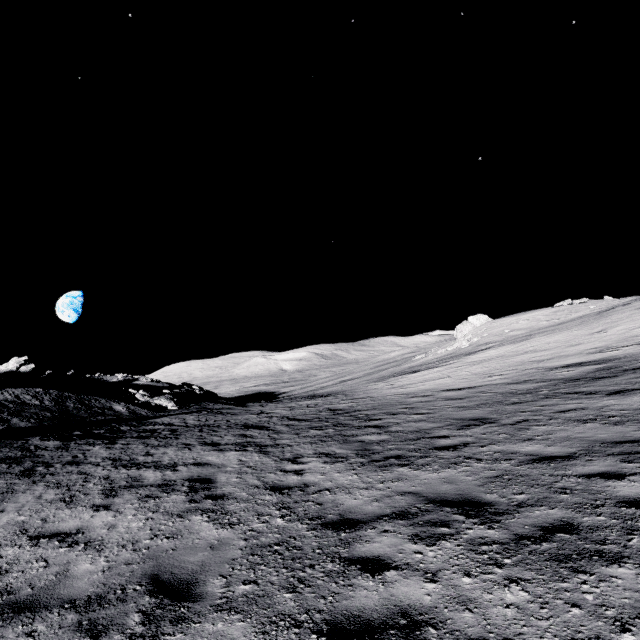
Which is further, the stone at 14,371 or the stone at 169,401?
the stone at 14,371

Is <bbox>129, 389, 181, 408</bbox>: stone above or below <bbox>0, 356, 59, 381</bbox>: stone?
below

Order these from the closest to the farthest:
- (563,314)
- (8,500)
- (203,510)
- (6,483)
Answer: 1. (203,510)
2. (8,500)
3. (6,483)
4. (563,314)

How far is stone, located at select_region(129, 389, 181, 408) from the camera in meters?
26.7

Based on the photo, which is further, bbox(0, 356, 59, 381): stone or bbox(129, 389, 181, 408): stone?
bbox(0, 356, 59, 381): stone

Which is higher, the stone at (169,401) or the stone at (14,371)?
the stone at (14,371)
